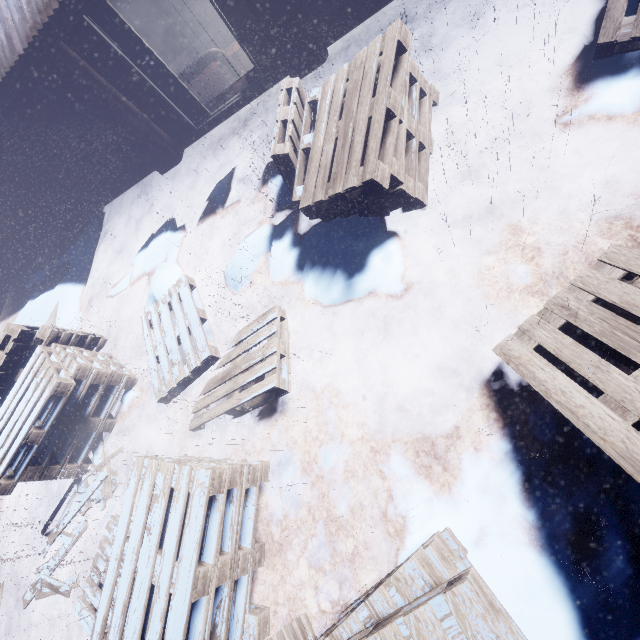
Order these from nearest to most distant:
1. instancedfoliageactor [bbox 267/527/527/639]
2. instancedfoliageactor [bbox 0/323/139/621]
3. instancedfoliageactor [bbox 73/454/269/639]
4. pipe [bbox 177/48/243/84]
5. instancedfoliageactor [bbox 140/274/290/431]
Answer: instancedfoliageactor [bbox 267/527/527/639] < instancedfoliageactor [bbox 73/454/269/639] < instancedfoliageactor [bbox 140/274/290/431] < instancedfoliageactor [bbox 0/323/139/621] < pipe [bbox 177/48/243/84]

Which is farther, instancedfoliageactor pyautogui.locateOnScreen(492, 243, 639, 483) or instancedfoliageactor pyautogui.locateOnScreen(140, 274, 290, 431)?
instancedfoliageactor pyautogui.locateOnScreen(140, 274, 290, 431)

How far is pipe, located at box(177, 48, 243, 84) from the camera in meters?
5.3

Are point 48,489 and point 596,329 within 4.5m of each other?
no

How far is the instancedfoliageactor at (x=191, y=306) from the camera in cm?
321

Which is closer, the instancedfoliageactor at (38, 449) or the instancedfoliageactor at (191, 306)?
the instancedfoliageactor at (191, 306)

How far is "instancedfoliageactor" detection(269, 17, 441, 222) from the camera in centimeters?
273cm

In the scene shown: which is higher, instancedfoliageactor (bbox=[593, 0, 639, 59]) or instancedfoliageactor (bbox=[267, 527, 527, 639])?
instancedfoliageactor (bbox=[267, 527, 527, 639])
